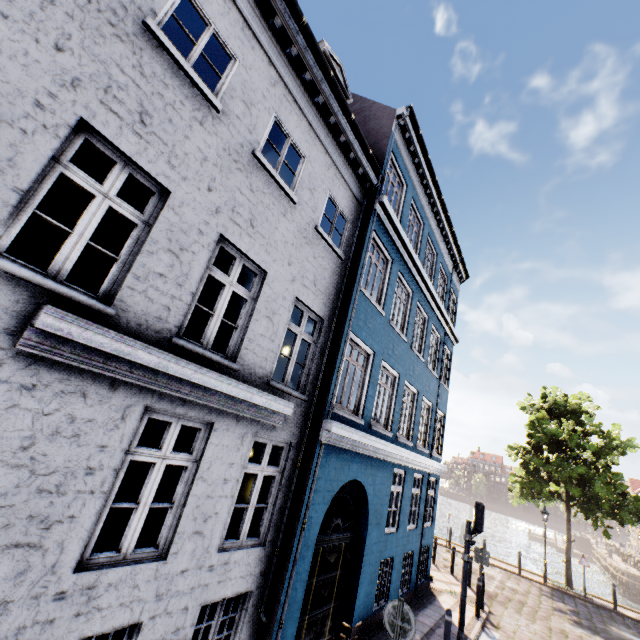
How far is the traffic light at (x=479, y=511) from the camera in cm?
912

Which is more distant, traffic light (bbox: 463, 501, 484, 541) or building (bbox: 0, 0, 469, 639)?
traffic light (bbox: 463, 501, 484, 541)

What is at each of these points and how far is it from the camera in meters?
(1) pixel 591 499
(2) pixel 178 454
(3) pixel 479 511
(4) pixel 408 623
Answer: (1) tree, 17.8 m
(2) building, 4.4 m
(3) traffic light, 9.3 m
(4) sign, 5.0 m

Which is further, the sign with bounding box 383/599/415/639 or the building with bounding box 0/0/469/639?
the sign with bounding box 383/599/415/639

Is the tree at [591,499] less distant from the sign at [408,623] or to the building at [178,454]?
the building at [178,454]

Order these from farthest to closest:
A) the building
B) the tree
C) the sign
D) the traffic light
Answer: the tree, the traffic light, the sign, the building

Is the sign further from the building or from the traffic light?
the traffic light

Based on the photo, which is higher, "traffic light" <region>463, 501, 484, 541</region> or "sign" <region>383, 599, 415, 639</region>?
"traffic light" <region>463, 501, 484, 541</region>
